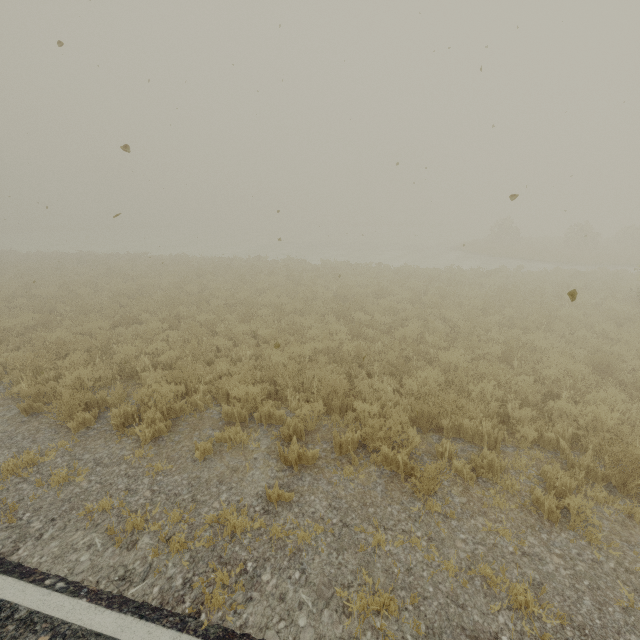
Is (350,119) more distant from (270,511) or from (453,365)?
(270,511)
